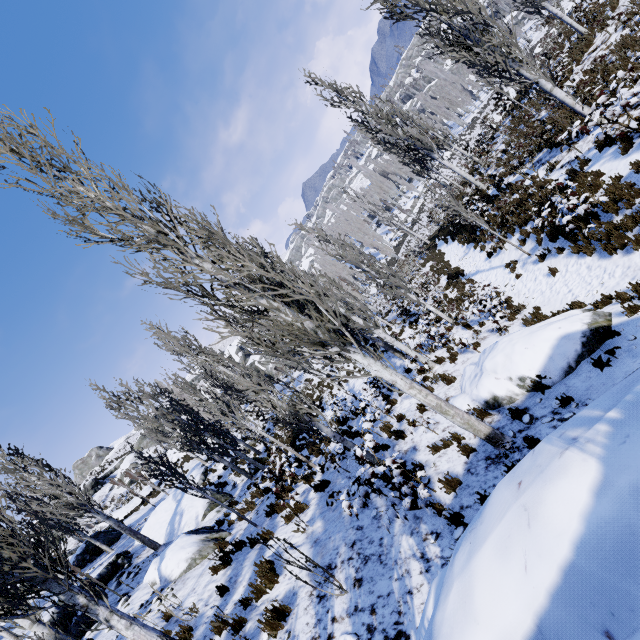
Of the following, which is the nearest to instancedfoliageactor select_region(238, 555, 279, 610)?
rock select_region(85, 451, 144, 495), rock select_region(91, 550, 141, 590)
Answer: rock select_region(91, 550, 141, 590)

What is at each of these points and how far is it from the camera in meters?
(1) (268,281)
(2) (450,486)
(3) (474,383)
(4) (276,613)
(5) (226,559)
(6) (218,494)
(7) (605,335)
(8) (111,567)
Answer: (1) instancedfoliageactor, 11.8
(2) instancedfoliageactor, 6.1
(3) rock, 8.3
(4) instancedfoliageactor, 5.7
(5) instancedfoliageactor, 8.5
(6) rock, 16.2
(7) instancedfoliageactor, 6.5
(8) rock, 13.4

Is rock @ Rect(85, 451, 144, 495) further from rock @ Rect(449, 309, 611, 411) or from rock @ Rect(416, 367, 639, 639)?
rock @ Rect(416, 367, 639, 639)

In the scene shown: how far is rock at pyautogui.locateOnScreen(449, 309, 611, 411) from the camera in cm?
663

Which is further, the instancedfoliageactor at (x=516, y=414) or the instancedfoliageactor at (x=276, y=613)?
the instancedfoliageactor at (x=516, y=414)

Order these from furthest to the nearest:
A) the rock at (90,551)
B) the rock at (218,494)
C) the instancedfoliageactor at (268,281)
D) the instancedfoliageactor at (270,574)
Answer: the rock at (90,551)
the rock at (218,494)
the instancedfoliageactor at (270,574)
the instancedfoliageactor at (268,281)

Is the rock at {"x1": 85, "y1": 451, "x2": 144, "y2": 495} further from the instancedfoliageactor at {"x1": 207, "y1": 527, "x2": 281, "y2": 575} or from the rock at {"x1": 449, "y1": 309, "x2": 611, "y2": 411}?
the rock at {"x1": 449, "y1": 309, "x2": 611, "y2": 411}

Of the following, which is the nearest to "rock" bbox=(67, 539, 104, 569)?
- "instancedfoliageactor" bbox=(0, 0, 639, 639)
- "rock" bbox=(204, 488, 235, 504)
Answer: "instancedfoliageactor" bbox=(0, 0, 639, 639)
